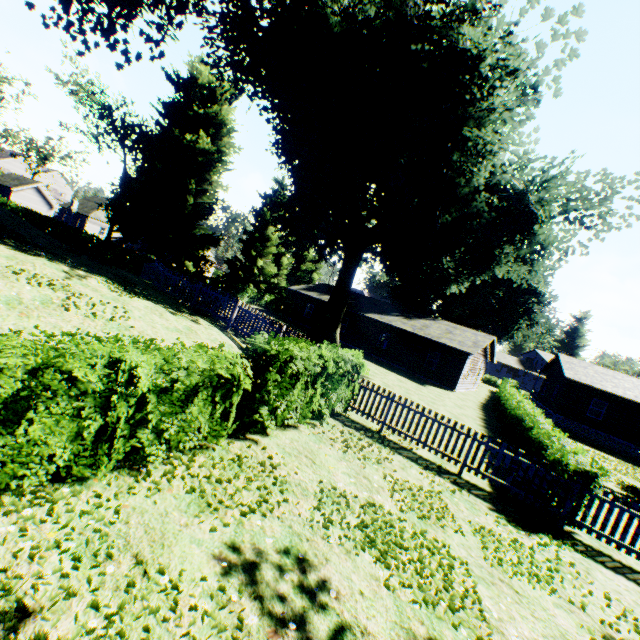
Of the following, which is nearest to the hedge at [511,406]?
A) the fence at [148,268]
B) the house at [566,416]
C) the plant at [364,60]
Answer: the fence at [148,268]

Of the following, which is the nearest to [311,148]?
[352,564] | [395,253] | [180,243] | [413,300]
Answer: [395,253]

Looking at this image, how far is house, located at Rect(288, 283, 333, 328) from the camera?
36.2m

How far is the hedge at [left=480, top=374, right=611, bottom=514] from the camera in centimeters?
813cm

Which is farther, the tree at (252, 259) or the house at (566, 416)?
the tree at (252, 259)

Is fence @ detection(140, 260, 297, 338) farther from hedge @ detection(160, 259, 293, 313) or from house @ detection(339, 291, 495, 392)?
house @ detection(339, 291, 495, 392)

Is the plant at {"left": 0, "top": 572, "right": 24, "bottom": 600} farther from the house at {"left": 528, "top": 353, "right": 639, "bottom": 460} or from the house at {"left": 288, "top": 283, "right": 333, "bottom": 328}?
the house at {"left": 288, "top": 283, "right": 333, "bottom": 328}

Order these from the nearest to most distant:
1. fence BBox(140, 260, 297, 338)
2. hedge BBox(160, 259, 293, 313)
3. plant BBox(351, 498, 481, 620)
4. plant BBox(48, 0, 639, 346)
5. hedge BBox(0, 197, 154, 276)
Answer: plant BBox(351, 498, 481, 620)
fence BBox(140, 260, 297, 338)
plant BBox(48, 0, 639, 346)
hedge BBox(0, 197, 154, 276)
hedge BBox(160, 259, 293, 313)
